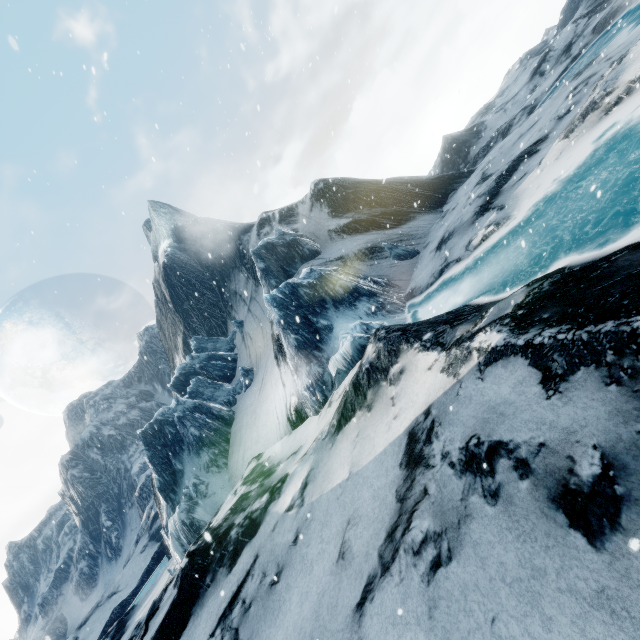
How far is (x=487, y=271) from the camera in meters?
10.1
